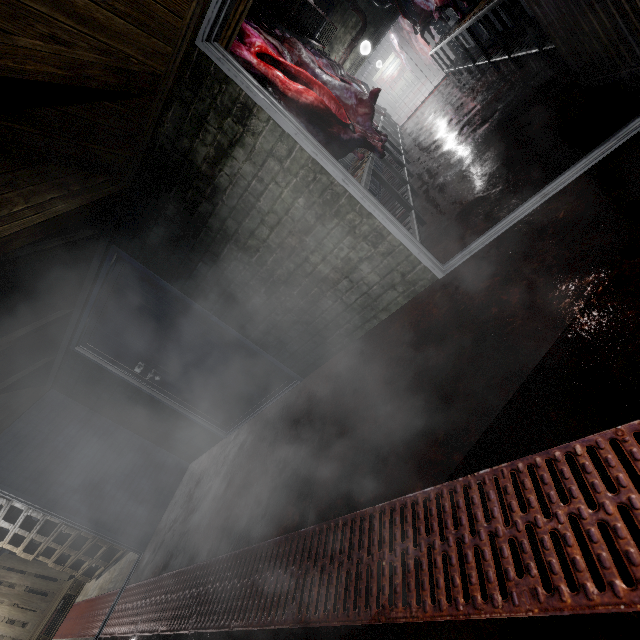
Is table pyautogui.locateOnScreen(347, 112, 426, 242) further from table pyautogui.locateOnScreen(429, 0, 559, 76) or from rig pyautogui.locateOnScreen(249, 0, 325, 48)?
rig pyautogui.locateOnScreen(249, 0, 325, 48)

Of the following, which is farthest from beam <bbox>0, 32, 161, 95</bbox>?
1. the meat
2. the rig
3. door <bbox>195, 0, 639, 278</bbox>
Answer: the meat

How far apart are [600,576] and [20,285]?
3.59m

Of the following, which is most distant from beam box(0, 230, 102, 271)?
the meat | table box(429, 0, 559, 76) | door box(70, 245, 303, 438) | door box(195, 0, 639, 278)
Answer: table box(429, 0, 559, 76)

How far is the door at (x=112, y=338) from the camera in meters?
2.8

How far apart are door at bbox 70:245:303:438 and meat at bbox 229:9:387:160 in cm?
231

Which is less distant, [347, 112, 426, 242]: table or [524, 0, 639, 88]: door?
[524, 0, 639, 88]: door

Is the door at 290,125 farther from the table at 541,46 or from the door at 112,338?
the door at 112,338
